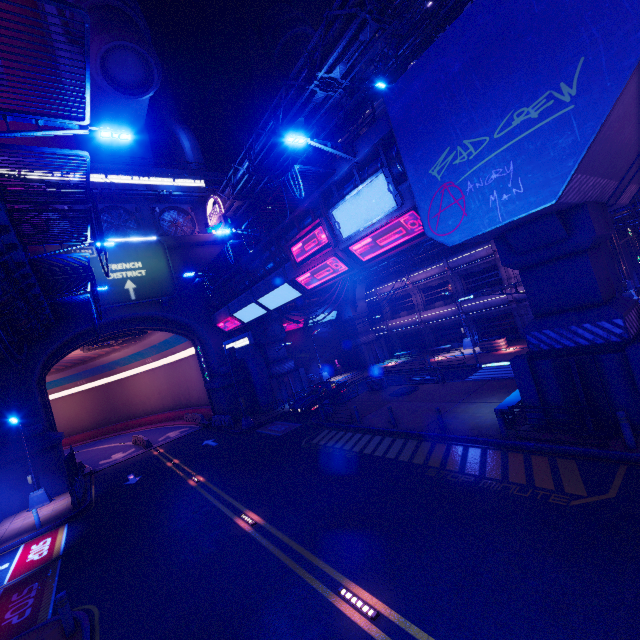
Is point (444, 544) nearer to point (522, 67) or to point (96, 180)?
point (522, 67)

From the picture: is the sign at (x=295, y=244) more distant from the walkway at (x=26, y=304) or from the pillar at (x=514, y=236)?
the walkway at (x=26, y=304)

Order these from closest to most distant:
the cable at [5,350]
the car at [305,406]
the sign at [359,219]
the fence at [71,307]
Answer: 1. the sign at [359,219]
2. the cable at [5,350]
3. the fence at [71,307]
4. the car at [305,406]

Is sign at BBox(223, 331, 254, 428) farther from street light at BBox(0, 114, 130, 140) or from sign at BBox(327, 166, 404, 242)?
street light at BBox(0, 114, 130, 140)

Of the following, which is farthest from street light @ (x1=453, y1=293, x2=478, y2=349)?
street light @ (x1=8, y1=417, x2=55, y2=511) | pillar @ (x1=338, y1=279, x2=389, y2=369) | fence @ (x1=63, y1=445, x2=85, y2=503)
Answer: street light @ (x1=8, y1=417, x2=55, y2=511)

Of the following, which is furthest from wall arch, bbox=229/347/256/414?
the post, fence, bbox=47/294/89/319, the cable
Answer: the post

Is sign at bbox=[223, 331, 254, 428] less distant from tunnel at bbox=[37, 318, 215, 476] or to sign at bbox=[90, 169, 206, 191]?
tunnel at bbox=[37, 318, 215, 476]

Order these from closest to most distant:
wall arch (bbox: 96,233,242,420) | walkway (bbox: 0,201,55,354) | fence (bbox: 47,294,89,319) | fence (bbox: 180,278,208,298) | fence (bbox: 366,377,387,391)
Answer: walkway (bbox: 0,201,55,354)
fence (bbox: 47,294,89,319)
fence (bbox: 366,377,387,391)
fence (bbox: 180,278,208,298)
wall arch (bbox: 96,233,242,420)
